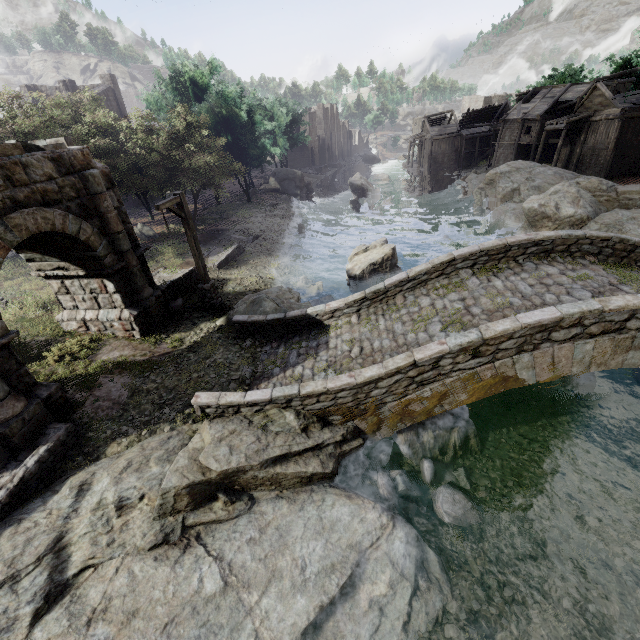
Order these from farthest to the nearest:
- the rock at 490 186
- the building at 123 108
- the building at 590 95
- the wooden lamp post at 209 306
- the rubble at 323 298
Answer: the building at 123 108, the building at 590 95, the rock at 490 186, the rubble at 323 298, the wooden lamp post at 209 306

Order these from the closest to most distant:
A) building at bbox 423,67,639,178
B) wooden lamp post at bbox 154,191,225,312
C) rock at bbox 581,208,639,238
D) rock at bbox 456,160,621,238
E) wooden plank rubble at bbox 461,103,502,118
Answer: wooden lamp post at bbox 154,191,225,312 < rock at bbox 581,208,639,238 < rock at bbox 456,160,621,238 < building at bbox 423,67,639,178 < wooden plank rubble at bbox 461,103,502,118

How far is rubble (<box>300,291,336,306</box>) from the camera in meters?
15.9 m

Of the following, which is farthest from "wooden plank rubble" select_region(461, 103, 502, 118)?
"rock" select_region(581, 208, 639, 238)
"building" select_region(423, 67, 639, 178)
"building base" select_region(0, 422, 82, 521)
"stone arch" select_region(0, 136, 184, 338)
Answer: "building base" select_region(0, 422, 82, 521)

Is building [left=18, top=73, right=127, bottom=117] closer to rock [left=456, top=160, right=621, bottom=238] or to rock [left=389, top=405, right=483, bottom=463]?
rock [left=456, top=160, right=621, bottom=238]

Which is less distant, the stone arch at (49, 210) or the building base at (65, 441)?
the building base at (65, 441)

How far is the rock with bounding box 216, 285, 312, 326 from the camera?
12.0m

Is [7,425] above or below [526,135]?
below
